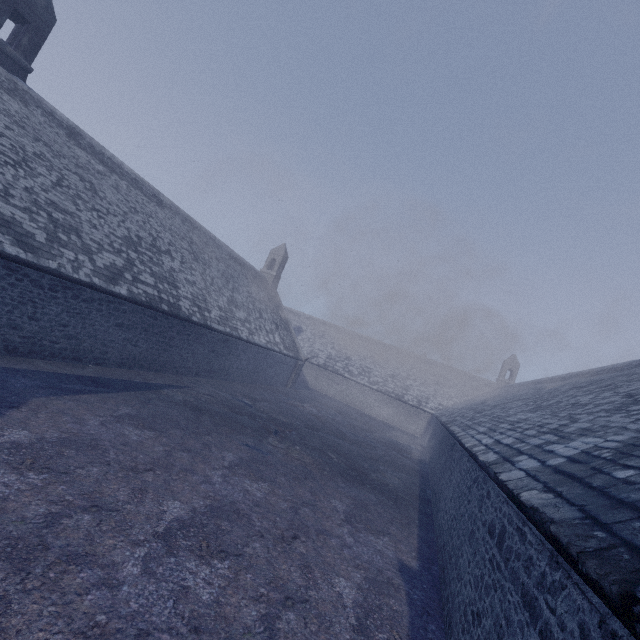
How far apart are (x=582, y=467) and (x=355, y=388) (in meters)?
33.57
